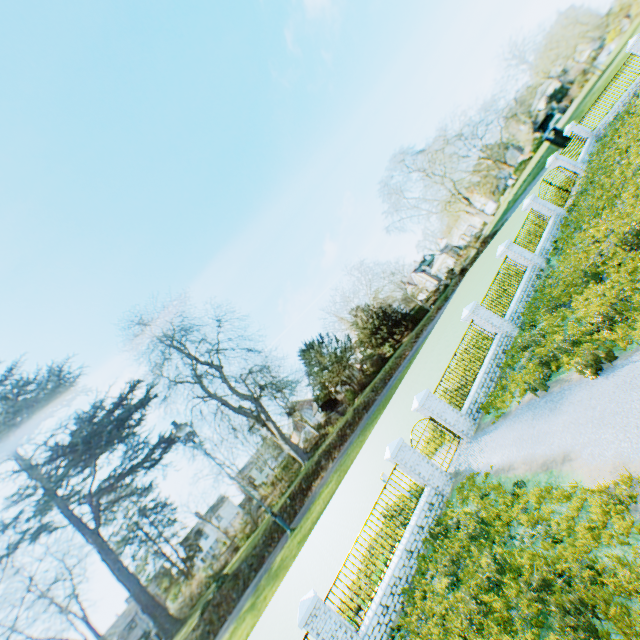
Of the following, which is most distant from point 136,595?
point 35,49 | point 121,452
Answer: point 35,49

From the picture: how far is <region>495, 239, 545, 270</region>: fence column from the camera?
17.7 meters

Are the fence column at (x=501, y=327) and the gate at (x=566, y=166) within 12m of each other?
no

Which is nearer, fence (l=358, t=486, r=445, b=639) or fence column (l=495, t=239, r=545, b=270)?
fence (l=358, t=486, r=445, b=639)

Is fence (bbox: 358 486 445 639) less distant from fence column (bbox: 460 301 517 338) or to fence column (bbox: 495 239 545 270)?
fence column (bbox: 460 301 517 338)

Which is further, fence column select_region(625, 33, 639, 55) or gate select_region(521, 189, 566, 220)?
fence column select_region(625, 33, 639, 55)

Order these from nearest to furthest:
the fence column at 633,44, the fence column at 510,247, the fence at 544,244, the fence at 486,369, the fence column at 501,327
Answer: the fence at 486,369 < the fence column at 501,327 < the fence column at 510,247 < the fence at 544,244 < the fence column at 633,44

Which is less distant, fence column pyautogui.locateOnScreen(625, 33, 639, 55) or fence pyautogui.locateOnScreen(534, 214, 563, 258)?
fence pyautogui.locateOnScreen(534, 214, 563, 258)
